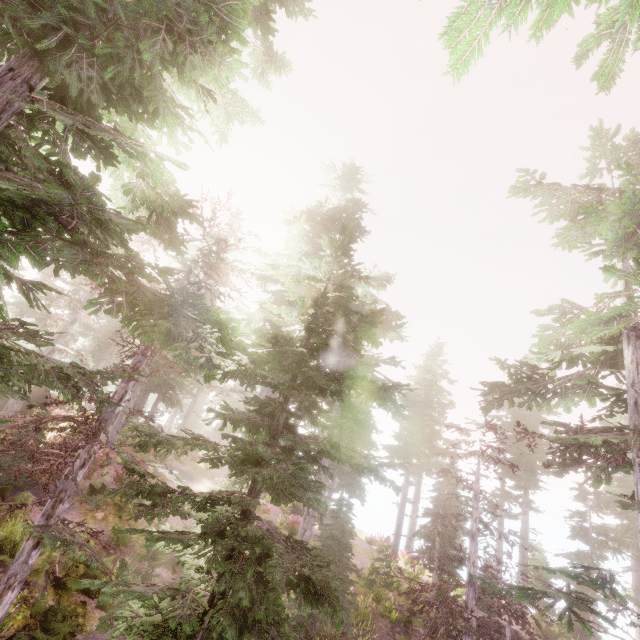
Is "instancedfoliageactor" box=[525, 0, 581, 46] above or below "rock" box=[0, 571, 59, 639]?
above

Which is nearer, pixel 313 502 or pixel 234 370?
pixel 234 370

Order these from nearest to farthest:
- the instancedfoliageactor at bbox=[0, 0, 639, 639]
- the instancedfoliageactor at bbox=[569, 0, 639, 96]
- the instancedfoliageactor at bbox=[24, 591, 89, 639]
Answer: the instancedfoliageactor at bbox=[569, 0, 639, 96]
the instancedfoliageactor at bbox=[0, 0, 639, 639]
the instancedfoliageactor at bbox=[24, 591, 89, 639]

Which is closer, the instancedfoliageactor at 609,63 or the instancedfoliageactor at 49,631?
the instancedfoliageactor at 609,63

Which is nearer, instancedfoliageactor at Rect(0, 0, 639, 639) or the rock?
instancedfoliageactor at Rect(0, 0, 639, 639)

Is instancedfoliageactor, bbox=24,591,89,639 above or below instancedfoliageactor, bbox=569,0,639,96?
below

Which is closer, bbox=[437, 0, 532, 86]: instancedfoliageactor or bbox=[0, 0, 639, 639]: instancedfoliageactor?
bbox=[437, 0, 532, 86]: instancedfoliageactor

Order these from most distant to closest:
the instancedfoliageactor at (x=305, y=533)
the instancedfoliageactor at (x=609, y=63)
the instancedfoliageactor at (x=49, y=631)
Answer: the instancedfoliageactor at (x=49, y=631)
the instancedfoliageactor at (x=305, y=533)
the instancedfoliageactor at (x=609, y=63)
